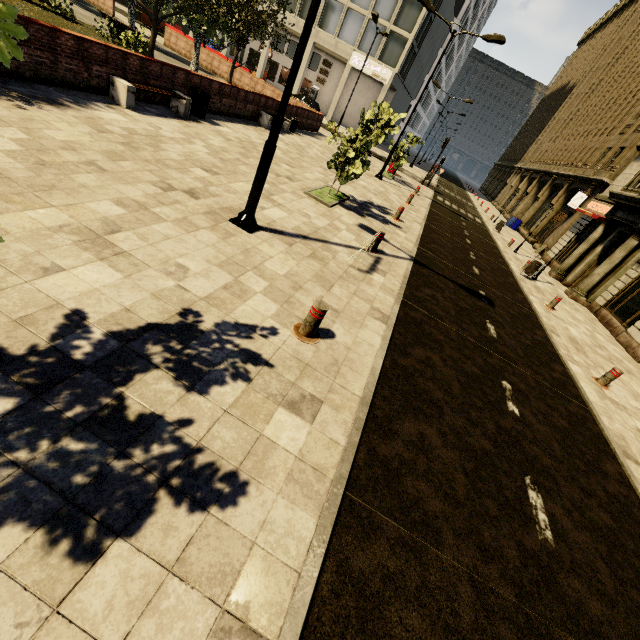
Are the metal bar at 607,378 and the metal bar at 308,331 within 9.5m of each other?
yes

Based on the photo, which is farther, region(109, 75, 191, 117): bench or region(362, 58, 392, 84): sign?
region(362, 58, 392, 84): sign

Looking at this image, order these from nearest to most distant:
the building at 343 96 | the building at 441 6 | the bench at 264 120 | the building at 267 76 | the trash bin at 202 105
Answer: the trash bin at 202 105 → the bench at 264 120 → the building at 343 96 → the building at 441 6 → the building at 267 76

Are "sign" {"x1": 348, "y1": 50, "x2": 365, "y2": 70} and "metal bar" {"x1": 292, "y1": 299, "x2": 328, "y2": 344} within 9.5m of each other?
no

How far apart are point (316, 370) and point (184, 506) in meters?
2.2 m

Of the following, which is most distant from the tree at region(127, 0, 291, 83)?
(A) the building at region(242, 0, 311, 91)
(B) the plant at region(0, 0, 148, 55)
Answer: (A) the building at region(242, 0, 311, 91)

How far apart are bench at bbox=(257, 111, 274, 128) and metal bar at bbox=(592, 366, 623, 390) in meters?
17.0

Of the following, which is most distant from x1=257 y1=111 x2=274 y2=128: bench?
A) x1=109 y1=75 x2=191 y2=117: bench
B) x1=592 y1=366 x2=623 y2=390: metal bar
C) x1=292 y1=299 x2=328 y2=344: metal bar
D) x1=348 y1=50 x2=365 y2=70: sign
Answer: x1=348 y1=50 x2=365 y2=70: sign
